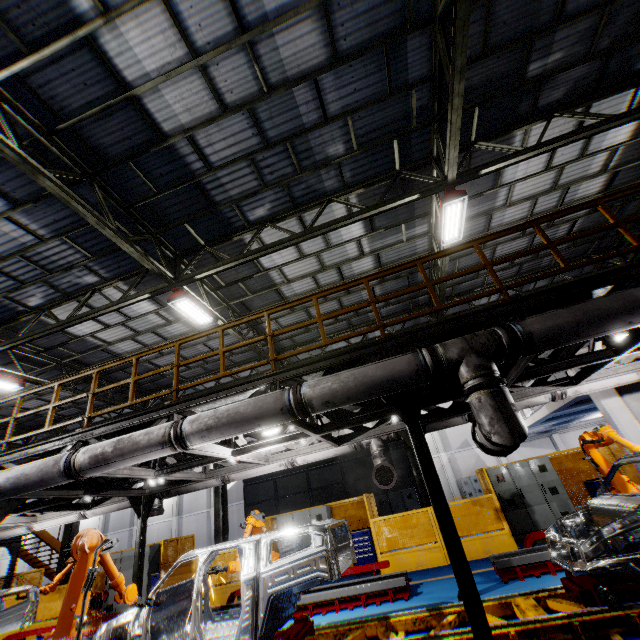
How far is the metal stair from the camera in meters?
15.5 m

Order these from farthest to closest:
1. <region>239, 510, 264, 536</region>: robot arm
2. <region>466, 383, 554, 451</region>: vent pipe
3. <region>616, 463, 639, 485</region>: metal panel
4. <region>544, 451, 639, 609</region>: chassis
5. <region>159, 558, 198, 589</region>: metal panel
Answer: <region>159, 558, 198, 589</region>: metal panel → <region>616, 463, 639, 485</region>: metal panel → <region>239, 510, 264, 536</region>: robot arm → <region>544, 451, 639, 609</region>: chassis → <region>466, 383, 554, 451</region>: vent pipe

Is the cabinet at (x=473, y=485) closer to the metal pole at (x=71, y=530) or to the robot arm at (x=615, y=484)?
the robot arm at (x=615, y=484)

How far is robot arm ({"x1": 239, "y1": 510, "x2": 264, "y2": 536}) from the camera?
8.04m

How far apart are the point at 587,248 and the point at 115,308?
17.70m

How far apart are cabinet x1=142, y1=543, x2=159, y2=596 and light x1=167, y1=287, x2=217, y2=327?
10.50m

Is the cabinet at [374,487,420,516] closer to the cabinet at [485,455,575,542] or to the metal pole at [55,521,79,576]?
the cabinet at [485,455,575,542]

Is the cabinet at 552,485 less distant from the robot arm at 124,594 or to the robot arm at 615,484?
the robot arm at 615,484
